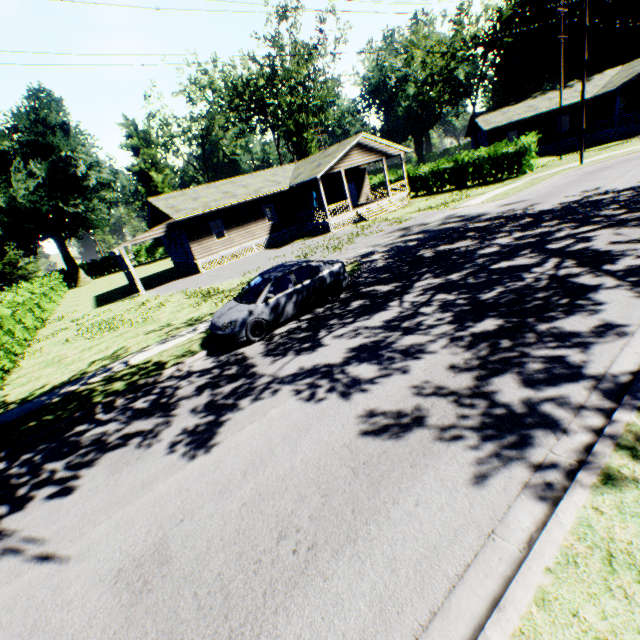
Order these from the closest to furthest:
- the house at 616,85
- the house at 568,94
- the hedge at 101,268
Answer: the house at 616,85 → the house at 568,94 → the hedge at 101,268

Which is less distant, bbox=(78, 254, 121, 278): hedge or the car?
the car

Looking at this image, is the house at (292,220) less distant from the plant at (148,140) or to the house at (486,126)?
the house at (486,126)

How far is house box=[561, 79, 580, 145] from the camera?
34.38m

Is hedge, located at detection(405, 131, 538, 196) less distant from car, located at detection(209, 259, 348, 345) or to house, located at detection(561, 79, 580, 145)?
house, located at detection(561, 79, 580, 145)

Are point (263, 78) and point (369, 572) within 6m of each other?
no

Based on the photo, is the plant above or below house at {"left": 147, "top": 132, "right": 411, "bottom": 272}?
above

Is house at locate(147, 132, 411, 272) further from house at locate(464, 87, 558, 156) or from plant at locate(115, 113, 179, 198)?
plant at locate(115, 113, 179, 198)
